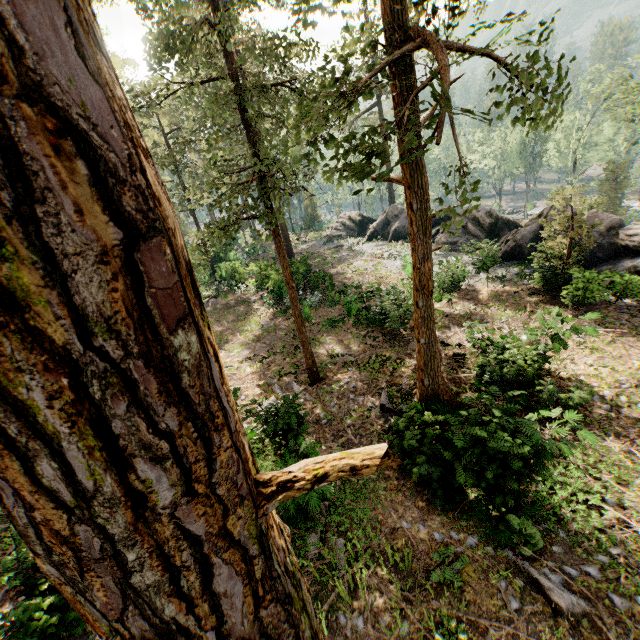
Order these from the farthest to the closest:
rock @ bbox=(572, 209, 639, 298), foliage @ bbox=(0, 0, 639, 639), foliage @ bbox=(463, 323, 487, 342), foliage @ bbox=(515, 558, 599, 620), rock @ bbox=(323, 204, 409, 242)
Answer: rock @ bbox=(323, 204, 409, 242), rock @ bbox=(572, 209, 639, 298), foliage @ bbox=(463, 323, 487, 342), foliage @ bbox=(515, 558, 599, 620), foliage @ bbox=(0, 0, 639, 639)

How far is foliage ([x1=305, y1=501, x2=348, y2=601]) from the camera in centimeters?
756cm

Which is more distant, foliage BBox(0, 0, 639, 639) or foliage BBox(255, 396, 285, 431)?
foliage BBox(255, 396, 285, 431)

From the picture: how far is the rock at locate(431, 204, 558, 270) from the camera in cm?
1965

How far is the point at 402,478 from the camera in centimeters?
1005cm

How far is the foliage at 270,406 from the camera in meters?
9.8 m

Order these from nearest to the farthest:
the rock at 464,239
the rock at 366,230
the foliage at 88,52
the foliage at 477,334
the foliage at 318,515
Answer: the foliage at 88,52
the foliage at 318,515
the foliage at 477,334
the rock at 464,239
the rock at 366,230
